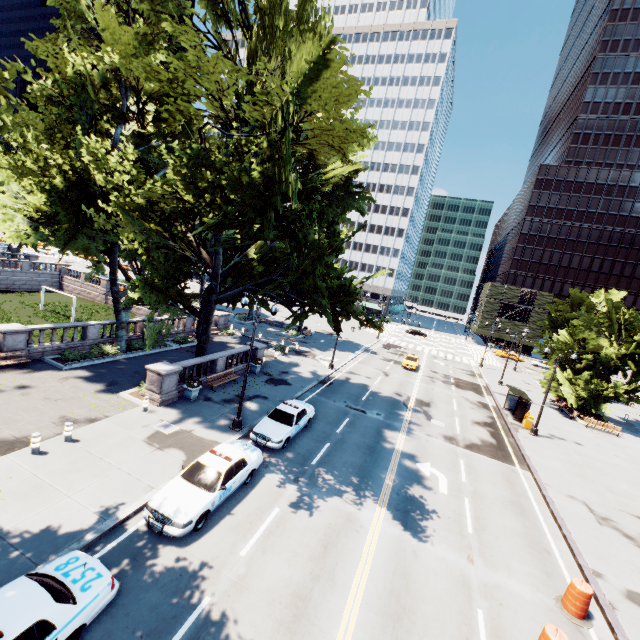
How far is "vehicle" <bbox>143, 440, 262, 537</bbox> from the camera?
10.5 meters

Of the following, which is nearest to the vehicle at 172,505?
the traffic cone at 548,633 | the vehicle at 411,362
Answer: the traffic cone at 548,633

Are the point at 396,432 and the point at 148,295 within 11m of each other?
no

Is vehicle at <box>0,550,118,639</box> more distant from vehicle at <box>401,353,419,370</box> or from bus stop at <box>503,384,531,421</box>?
vehicle at <box>401,353,419,370</box>

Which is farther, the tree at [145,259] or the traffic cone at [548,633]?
the tree at [145,259]

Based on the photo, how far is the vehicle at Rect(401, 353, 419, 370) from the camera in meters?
39.4

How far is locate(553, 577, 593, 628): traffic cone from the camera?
10.7 meters

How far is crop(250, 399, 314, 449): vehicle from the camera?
16.5 meters
